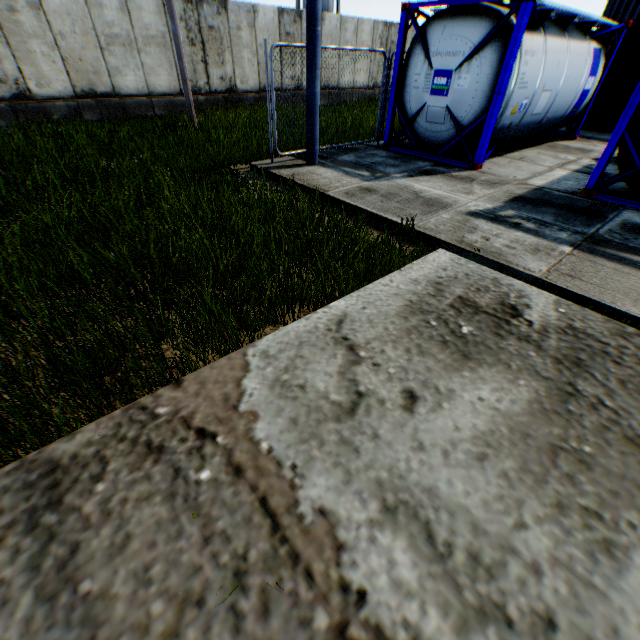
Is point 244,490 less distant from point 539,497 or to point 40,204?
point 539,497

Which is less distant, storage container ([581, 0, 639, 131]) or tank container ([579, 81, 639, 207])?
tank container ([579, 81, 639, 207])

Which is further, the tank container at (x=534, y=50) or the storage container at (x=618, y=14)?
the storage container at (x=618, y=14)

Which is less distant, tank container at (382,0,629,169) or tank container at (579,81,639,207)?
tank container at (579,81,639,207)

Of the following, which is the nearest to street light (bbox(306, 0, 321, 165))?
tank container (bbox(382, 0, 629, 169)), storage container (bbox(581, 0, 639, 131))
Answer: tank container (bbox(382, 0, 629, 169))

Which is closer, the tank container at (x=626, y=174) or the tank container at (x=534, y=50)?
the tank container at (x=626, y=174)

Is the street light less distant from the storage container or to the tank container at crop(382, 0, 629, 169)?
the tank container at crop(382, 0, 629, 169)
